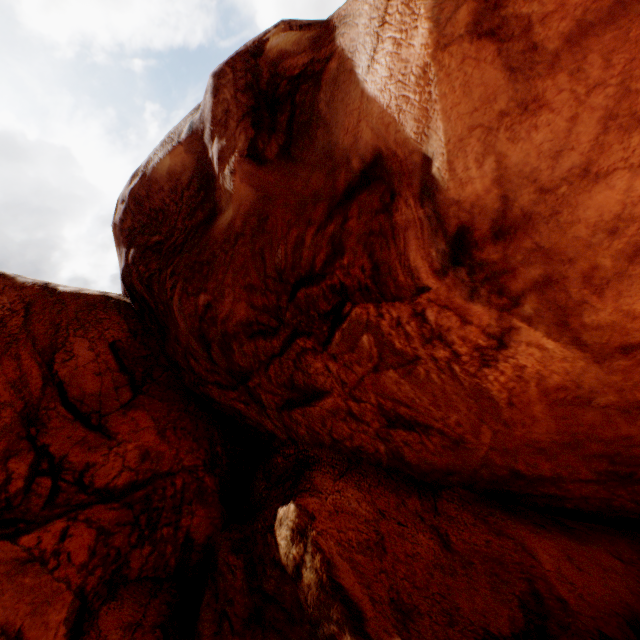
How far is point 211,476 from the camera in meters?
9.4 m
